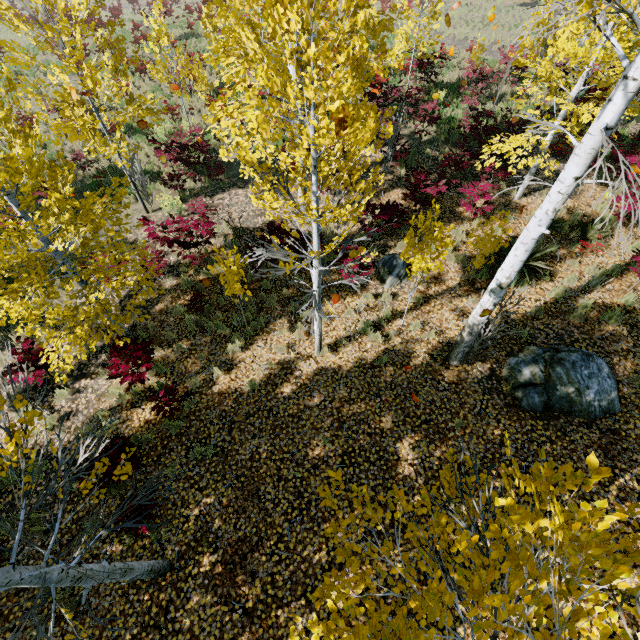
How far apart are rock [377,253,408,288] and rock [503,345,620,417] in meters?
3.0

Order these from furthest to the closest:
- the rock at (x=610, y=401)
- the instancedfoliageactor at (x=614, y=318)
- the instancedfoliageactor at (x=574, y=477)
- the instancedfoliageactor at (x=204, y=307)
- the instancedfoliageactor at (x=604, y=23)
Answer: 1. the instancedfoliageactor at (x=204, y=307)
2. the instancedfoliageactor at (x=614, y=318)
3. the rock at (x=610, y=401)
4. the instancedfoliageactor at (x=604, y=23)
5. the instancedfoliageactor at (x=574, y=477)

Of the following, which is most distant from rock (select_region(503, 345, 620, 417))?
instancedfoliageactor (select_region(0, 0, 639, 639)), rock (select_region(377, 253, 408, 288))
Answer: rock (select_region(377, 253, 408, 288))

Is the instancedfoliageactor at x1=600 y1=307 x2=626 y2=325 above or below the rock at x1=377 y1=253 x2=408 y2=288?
above

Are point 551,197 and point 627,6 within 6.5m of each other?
yes

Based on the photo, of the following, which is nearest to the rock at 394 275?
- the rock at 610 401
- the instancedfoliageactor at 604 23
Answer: the instancedfoliageactor at 604 23

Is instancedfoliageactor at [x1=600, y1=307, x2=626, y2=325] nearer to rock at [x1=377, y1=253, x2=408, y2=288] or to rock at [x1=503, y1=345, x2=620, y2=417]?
rock at [x1=503, y1=345, x2=620, y2=417]
